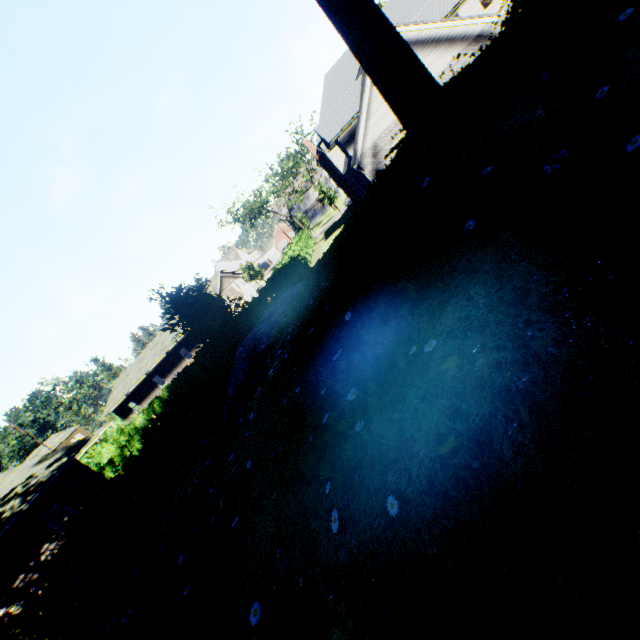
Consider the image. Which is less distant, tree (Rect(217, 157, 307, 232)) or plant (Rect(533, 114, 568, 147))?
plant (Rect(533, 114, 568, 147))

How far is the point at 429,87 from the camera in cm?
516

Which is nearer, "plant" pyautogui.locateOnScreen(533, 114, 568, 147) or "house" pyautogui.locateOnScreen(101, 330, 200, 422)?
"plant" pyautogui.locateOnScreen(533, 114, 568, 147)

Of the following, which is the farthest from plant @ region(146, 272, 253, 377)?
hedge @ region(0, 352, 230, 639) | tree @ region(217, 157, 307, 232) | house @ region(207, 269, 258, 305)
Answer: house @ region(207, 269, 258, 305)

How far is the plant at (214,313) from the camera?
11.0m

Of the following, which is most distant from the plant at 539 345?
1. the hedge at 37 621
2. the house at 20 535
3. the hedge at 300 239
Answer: the hedge at 300 239

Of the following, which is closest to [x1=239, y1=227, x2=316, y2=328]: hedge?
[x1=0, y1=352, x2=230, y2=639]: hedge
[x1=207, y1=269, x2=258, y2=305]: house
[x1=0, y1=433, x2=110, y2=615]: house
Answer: [x1=0, y1=352, x2=230, y2=639]: hedge

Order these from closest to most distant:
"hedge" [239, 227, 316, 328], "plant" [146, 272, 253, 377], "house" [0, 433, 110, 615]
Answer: "plant" [146, 272, 253, 377] < "house" [0, 433, 110, 615] < "hedge" [239, 227, 316, 328]
